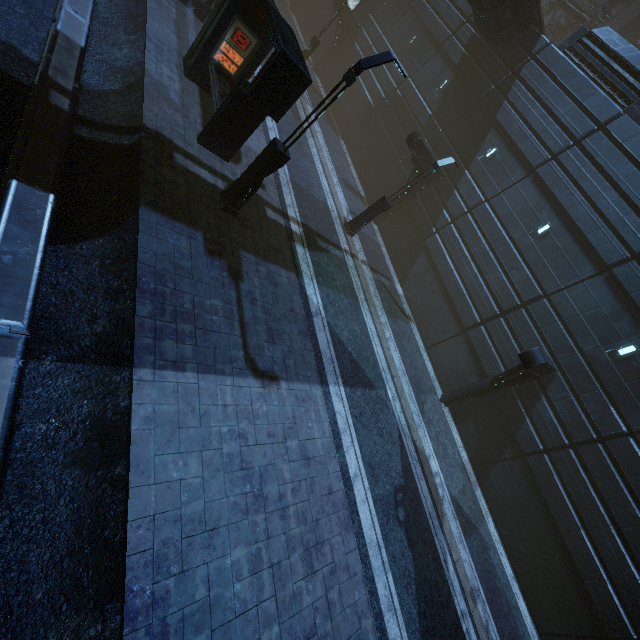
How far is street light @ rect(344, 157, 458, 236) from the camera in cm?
1396

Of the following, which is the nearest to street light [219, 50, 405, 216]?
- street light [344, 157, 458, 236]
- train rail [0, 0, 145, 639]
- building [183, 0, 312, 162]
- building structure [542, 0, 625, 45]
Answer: building [183, 0, 312, 162]

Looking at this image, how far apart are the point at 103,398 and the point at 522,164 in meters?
19.9

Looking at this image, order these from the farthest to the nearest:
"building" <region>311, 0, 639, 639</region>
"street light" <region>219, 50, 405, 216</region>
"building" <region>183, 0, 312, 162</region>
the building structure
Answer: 1. the building structure
2. "building" <region>311, 0, 639, 639</region>
3. "building" <region>183, 0, 312, 162</region>
4. "street light" <region>219, 50, 405, 216</region>

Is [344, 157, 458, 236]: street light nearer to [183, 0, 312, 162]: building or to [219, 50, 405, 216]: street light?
[183, 0, 312, 162]: building

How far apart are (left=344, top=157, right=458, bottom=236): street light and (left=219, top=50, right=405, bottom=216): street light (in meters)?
7.25

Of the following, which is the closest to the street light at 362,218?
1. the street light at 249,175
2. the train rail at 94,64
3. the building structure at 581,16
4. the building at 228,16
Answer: the building at 228,16

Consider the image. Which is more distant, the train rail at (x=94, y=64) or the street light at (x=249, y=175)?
the street light at (x=249, y=175)
